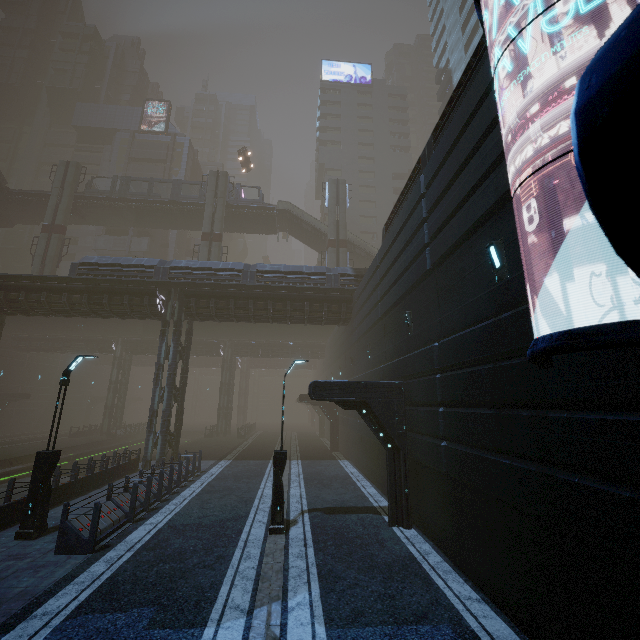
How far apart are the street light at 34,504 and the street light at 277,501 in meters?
6.7 m

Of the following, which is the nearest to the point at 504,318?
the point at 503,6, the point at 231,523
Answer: the point at 503,6

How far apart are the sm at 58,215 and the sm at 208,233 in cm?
1291

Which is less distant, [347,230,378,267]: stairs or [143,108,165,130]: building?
[347,230,378,267]: stairs

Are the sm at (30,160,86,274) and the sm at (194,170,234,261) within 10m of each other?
no

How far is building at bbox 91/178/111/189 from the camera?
47.92m

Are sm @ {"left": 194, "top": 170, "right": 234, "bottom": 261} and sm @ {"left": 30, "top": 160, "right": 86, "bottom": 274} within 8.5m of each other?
no

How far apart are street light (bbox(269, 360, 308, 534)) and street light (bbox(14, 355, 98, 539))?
6.7m
